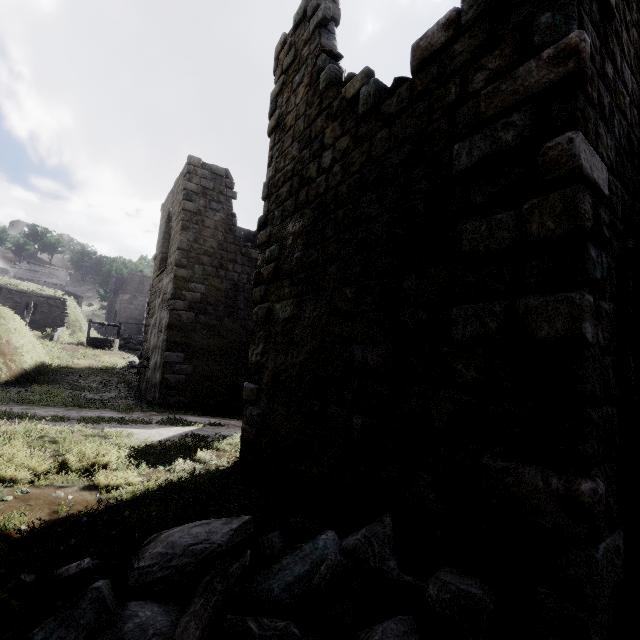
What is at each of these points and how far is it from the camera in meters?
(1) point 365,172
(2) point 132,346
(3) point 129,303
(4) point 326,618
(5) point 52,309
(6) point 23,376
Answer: →
(1) building, 4.5
(2) rubble, 26.0
(3) stone arch, 40.2
(4) rubble, 2.4
(5) shelter, 23.7
(6) shelter, 13.4

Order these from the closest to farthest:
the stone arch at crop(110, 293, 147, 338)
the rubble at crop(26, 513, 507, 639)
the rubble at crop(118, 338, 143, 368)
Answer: the rubble at crop(26, 513, 507, 639), the rubble at crop(118, 338, 143, 368), the stone arch at crop(110, 293, 147, 338)

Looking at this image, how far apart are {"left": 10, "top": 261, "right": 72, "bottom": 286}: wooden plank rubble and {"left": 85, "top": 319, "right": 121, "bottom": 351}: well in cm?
2485

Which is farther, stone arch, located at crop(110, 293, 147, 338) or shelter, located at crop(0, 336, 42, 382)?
stone arch, located at crop(110, 293, 147, 338)

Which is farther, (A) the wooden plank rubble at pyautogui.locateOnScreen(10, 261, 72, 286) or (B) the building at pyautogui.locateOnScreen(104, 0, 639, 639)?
(A) the wooden plank rubble at pyautogui.locateOnScreen(10, 261, 72, 286)

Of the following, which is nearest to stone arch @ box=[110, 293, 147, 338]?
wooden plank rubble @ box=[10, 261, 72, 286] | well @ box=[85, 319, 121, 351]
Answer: wooden plank rubble @ box=[10, 261, 72, 286]

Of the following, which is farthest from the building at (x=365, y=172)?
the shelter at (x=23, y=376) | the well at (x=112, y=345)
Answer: the well at (x=112, y=345)

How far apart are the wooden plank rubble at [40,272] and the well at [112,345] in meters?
24.9 m
